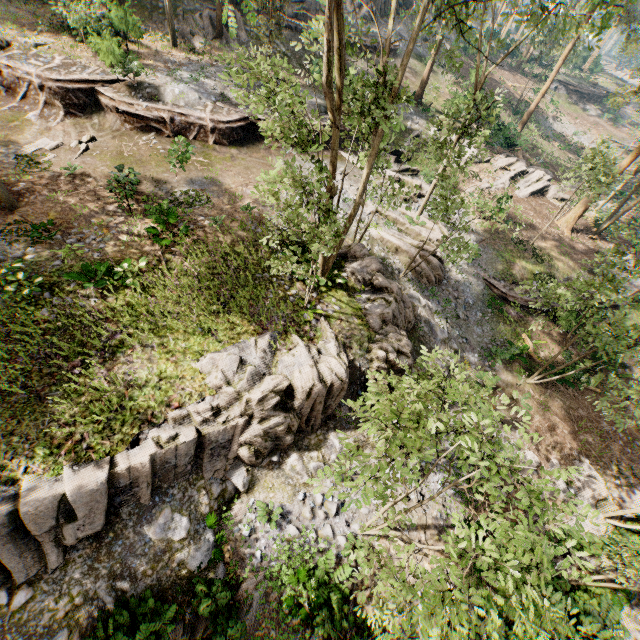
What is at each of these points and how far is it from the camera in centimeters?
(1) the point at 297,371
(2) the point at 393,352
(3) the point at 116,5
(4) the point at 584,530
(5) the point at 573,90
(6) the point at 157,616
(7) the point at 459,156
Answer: (1) rock, 1143cm
(2) rock, 1339cm
(3) foliage, 2522cm
(4) foliage, 582cm
(5) ground embankment, 4894cm
(6) foliage, 817cm
(7) foliage, 1282cm

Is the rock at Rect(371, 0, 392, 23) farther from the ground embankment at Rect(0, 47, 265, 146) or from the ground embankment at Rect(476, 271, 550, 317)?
the ground embankment at Rect(476, 271, 550, 317)

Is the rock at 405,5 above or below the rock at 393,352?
above

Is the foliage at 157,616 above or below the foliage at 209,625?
above

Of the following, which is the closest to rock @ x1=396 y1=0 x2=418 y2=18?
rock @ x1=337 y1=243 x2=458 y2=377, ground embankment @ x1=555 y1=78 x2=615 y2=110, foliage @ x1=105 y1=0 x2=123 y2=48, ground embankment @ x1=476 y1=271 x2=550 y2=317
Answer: foliage @ x1=105 y1=0 x2=123 y2=48

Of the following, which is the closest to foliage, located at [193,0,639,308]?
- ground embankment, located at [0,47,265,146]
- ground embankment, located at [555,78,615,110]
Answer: ground embankment, located at [0,47,265,146]

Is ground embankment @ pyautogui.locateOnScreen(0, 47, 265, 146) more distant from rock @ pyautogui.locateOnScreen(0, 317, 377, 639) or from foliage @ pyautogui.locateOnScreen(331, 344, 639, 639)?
rock @ pyautogui.locateOnScreen(0, 317, 377, 639)
